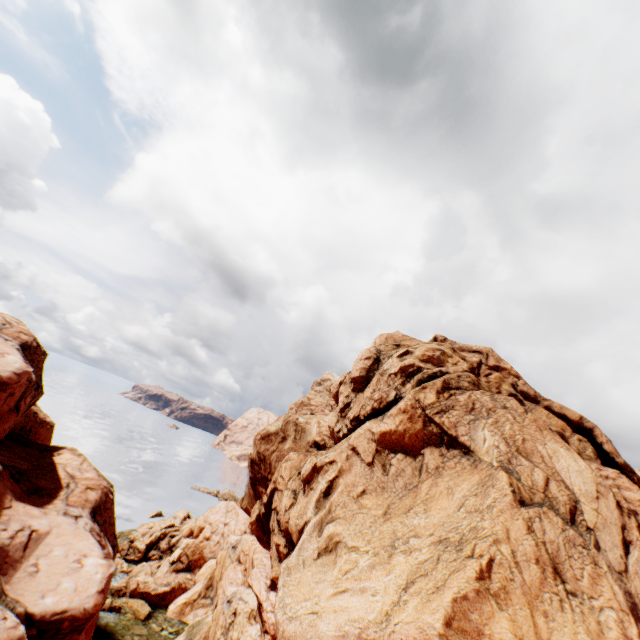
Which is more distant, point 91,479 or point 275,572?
point 91,479
